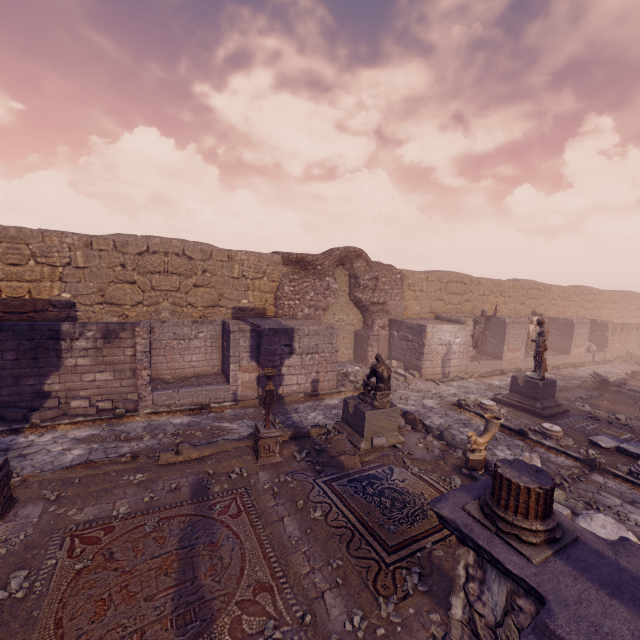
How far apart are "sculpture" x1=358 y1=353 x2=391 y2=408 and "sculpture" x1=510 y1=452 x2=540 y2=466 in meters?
1.9 m

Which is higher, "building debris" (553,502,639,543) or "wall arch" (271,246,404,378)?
"wall arch" (271,246,404,378)

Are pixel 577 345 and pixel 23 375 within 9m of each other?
no

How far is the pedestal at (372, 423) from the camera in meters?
7.8 m

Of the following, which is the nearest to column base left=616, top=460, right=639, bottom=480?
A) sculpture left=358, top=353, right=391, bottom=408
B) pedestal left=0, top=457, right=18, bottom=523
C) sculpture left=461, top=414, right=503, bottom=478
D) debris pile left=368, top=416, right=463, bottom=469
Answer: sculpture left=461, top=414, right=503, bottom=478

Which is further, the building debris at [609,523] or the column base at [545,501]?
the building debris at [609,523]

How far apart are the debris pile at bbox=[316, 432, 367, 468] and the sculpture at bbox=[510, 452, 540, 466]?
2.20m

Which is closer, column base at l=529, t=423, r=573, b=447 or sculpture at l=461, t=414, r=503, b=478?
sculpture at l=461, t=414, r=503, b=478
